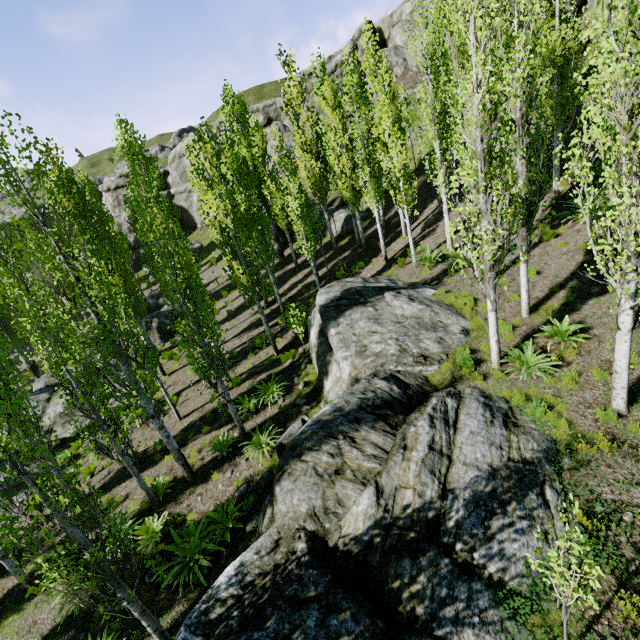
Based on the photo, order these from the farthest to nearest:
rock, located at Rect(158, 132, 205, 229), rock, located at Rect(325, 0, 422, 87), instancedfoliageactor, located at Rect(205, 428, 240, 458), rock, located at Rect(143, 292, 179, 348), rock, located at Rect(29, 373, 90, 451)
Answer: rock, located at Rect(158, 132, 205, 229) < rock, located at Rect(325, 0, 422, 87) < rock, located at Rect(143, 292, 179, 348) < rock, located at Rect(29, 373, 90, 451) < instancedfoliageactor, located at Rect(205, 428, 240, 458)

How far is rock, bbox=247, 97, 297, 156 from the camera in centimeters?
3953cm

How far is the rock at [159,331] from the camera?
22.94m

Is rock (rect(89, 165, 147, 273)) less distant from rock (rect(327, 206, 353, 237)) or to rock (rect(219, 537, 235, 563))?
rock (rect(327, 206, 353, 237))

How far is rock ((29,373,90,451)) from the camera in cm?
1611

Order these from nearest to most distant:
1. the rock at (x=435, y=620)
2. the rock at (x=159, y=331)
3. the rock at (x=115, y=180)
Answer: the rock at (x=435, y=620) < the rock at (x=159, y=331) < the rock at (x=115, y=180)

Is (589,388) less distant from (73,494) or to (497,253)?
(497,253)

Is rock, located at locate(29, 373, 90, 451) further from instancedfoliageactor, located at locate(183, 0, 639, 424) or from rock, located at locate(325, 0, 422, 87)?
rock, located at locate(325, 0, 422, 87)
